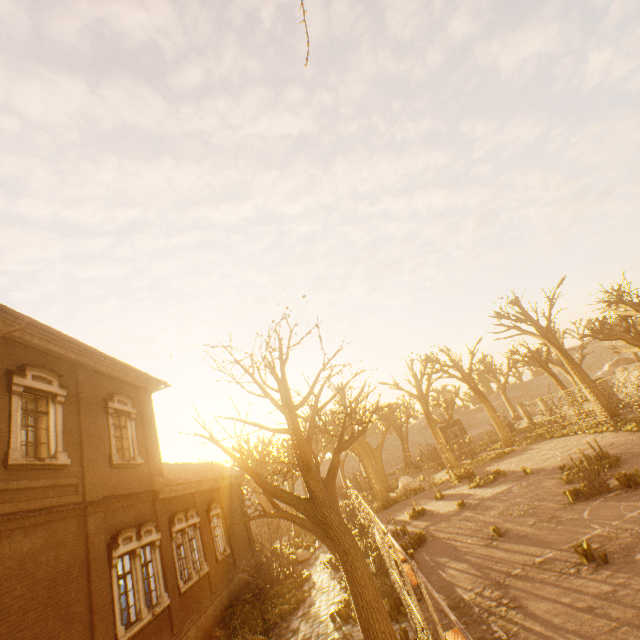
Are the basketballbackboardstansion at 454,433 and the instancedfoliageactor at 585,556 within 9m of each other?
no

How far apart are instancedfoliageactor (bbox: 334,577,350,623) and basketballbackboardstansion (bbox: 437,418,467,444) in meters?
13.5

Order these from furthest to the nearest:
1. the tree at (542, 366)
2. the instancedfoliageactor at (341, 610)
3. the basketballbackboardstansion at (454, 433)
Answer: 1. the tree at (542, 366)
2. the basketballbackboardstansion at (454, 433)
3. the instancedfoliageactor at (341, 610)

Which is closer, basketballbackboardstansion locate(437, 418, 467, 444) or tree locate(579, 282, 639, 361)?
tree locate(579, 282, 639, 361)

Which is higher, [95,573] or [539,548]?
[95,573]

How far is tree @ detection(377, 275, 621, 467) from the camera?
24.95m

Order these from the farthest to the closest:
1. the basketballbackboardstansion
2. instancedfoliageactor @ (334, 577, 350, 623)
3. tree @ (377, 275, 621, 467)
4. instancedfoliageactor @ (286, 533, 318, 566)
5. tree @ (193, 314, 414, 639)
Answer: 1. tree @ (377, 275, 621, 467)
2. the basketballbackboardstansion
3. instancedfoliageactor @ (286, 533, 318, 566)
4. instancedfoliageactor @ (334, 577, 350, 623)
5. tree @ (193, 314, 414, 639)

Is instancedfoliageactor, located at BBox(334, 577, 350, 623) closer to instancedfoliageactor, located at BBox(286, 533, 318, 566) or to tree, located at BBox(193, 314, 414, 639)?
tree, located at BBox(193, 314, 414, 639)
